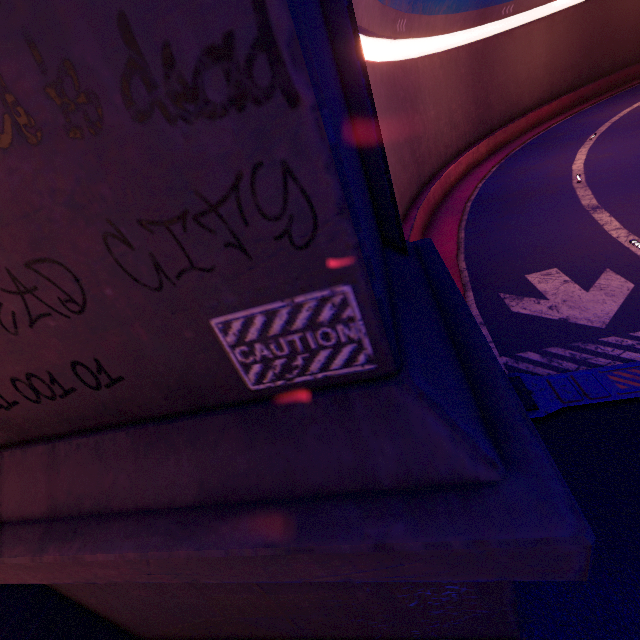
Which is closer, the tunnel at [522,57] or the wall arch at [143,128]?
the wall arch at [143,128]

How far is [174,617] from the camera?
3.86m

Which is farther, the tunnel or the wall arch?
the tunnel
